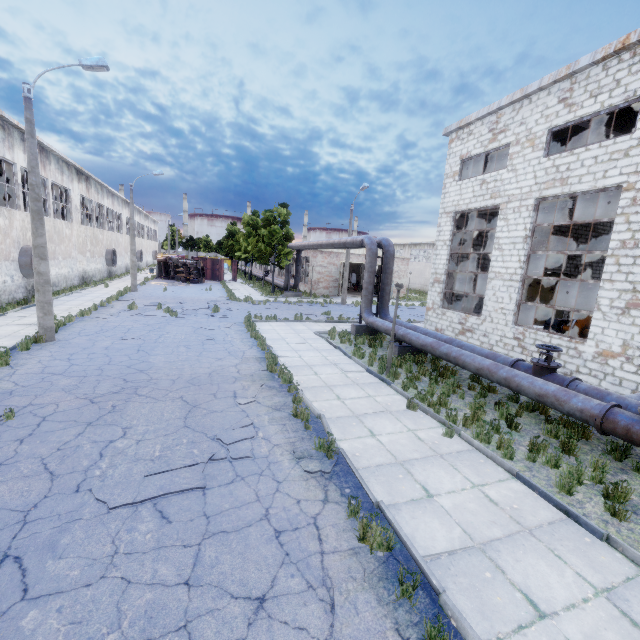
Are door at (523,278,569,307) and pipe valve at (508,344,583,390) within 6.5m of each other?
no

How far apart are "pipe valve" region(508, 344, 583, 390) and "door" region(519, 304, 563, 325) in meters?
15.8

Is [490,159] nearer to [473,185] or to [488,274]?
[473,185]

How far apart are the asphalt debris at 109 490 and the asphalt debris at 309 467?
0.8m

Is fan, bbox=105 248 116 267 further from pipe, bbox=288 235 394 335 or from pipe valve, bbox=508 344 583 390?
pipe valve, bbox=508 344 583 390

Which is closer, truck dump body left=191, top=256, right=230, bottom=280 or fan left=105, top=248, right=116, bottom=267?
fan left=105, top=248, right=116, bottom=267

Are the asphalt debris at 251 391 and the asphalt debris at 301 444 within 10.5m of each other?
yes

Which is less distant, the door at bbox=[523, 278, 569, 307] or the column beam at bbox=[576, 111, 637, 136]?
the column beam at bbox=[576, 111, 637, 136]
